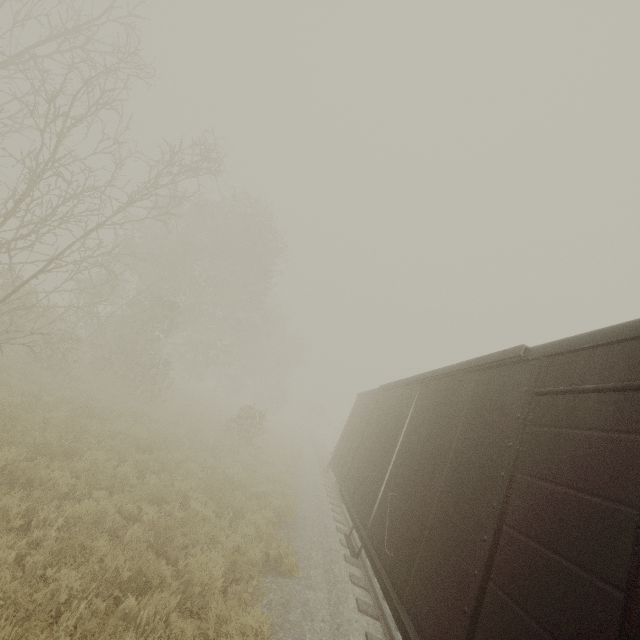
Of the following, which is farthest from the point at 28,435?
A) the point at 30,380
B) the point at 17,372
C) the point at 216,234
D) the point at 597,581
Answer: the point at 216,234
